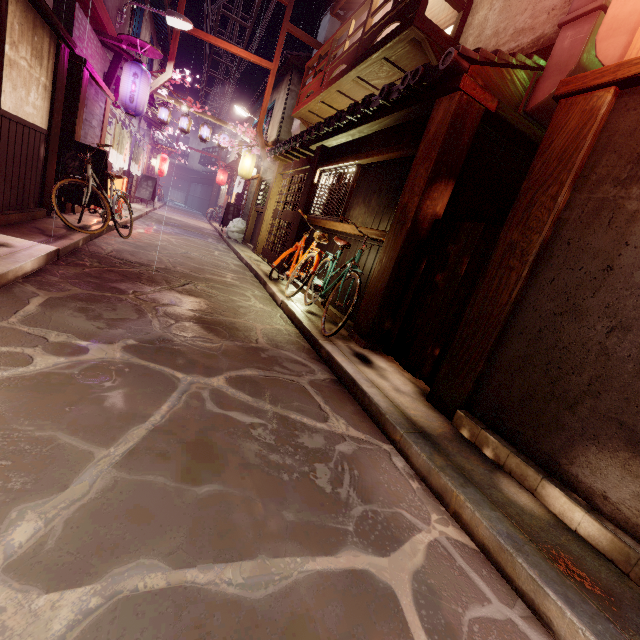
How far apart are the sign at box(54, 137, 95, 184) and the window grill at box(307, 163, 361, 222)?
7.7m

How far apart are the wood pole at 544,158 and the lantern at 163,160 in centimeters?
3443cm

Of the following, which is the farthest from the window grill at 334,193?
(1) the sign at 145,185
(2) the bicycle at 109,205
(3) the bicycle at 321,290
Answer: (1) the sign at 145,185

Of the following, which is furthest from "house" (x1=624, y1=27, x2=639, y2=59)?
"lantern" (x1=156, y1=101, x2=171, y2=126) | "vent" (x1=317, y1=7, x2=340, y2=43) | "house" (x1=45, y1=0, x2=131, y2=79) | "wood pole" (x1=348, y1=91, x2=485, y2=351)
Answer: "lantern" (x1=156, y1=101, x2=171, y2=126)

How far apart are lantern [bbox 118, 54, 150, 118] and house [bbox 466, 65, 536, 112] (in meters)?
14.15

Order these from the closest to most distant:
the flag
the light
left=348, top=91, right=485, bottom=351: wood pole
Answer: left=348, top=91, right=485, bottom=351: wood pole → the light → the flag

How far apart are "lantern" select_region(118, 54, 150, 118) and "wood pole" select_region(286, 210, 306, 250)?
8.0 meters

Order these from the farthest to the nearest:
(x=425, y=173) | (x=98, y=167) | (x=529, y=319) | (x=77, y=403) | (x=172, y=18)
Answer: (x=172, y=18) → (x=98, y=167) → (x=425, y=173) → (x=529, y=319) → (x=77, y=403)
